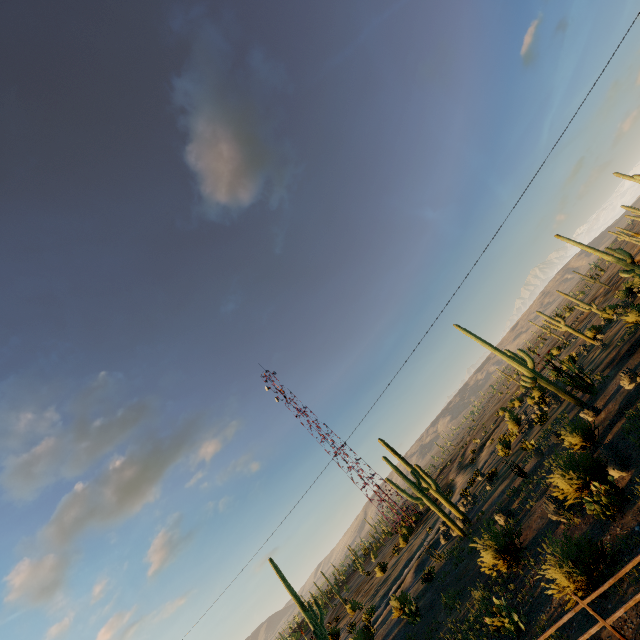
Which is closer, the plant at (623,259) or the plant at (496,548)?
the plant at (496,548)

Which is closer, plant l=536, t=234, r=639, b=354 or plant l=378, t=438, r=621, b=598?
Result: plant l=378, t=438, r=621, b=598

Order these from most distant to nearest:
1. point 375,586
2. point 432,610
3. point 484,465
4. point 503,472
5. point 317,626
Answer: point 375,586
point 484,465
point 503,472
point 317,626
point 432,610

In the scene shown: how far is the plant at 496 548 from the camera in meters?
8.3

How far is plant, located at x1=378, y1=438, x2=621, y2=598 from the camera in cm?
832
